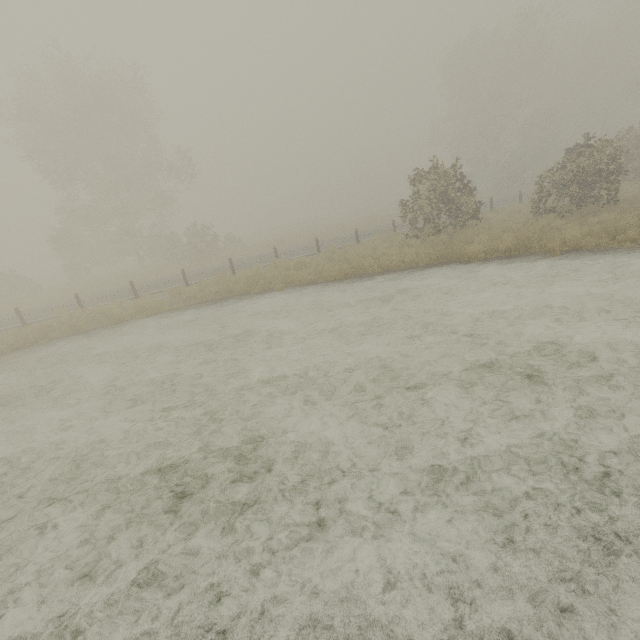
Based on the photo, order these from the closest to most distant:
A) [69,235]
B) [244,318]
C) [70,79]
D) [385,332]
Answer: [385,332], [244,318], [70,79], [69,235]
